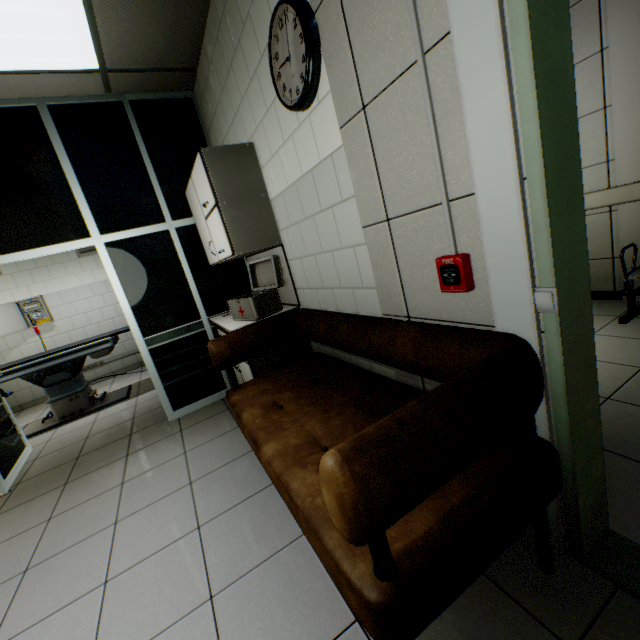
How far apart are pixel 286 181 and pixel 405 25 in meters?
1.3

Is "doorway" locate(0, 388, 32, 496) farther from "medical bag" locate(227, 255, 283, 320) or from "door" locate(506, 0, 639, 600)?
"door" locate(506, 0, 639, 600)

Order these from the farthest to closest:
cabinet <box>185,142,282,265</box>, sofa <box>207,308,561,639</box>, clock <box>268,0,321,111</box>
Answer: cabinet <box>185,142,282,265</box>
clock <box>268,0,321,111</box>
sofa <box>207,308,561,639</box>

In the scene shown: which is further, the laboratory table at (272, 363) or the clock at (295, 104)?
the laboratory table at (272, 363)

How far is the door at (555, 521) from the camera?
1.2m

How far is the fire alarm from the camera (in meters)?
1.19

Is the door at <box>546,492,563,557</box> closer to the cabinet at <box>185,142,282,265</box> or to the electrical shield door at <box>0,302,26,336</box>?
the cabinet at <box>185,142,282,265</box>

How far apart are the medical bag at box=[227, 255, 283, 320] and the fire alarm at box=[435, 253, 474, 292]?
1.8m
